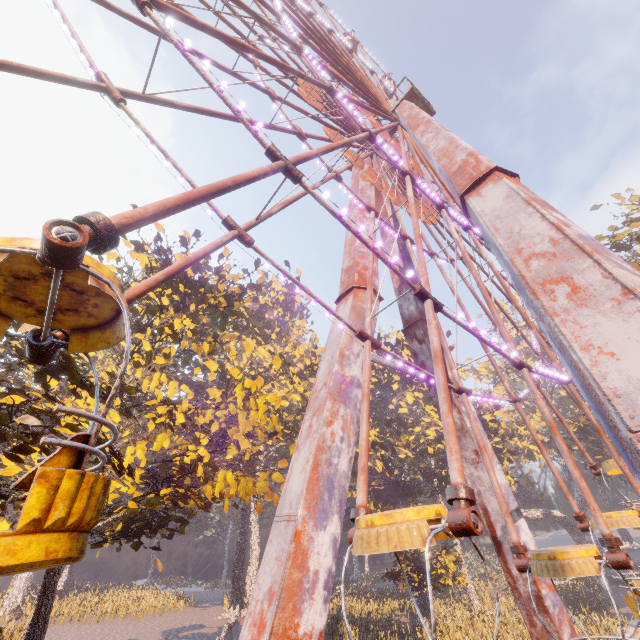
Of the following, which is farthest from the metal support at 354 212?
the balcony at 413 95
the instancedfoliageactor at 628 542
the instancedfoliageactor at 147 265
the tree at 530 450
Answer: the instancedfoliageactor at 628 542

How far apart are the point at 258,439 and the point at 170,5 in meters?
34.7

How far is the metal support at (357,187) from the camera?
17.0 meters

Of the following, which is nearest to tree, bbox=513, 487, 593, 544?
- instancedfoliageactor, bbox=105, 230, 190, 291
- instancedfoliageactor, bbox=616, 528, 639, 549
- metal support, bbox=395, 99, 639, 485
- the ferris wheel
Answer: metal support, bbox=395, 99, 639, 485

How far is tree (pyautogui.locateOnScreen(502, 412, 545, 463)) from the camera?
41.60m

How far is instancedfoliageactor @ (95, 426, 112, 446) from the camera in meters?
7.3

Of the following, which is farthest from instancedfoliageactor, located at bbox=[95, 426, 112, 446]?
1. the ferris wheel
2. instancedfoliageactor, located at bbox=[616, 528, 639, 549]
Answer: instancedfoliageactor, located at bbox=[616, 528, 639, 549]

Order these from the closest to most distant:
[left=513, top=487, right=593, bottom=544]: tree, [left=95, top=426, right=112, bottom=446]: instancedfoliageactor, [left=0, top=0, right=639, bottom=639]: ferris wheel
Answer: [left=0, top=0, right=639, bottom=639]: ferris wheel → [left=95, top=426, right=112, bottom=446]: instancedfoliageactor → [left=513, top=487, right=593, bottom=544]: tree
